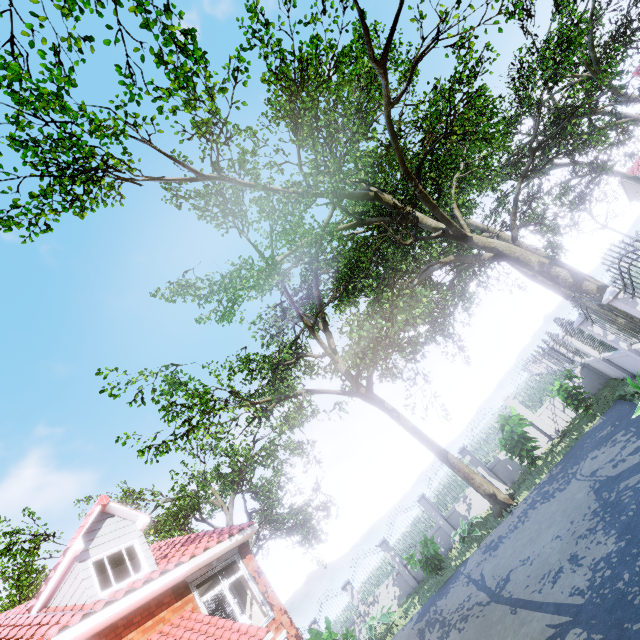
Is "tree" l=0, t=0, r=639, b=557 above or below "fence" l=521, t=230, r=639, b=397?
above

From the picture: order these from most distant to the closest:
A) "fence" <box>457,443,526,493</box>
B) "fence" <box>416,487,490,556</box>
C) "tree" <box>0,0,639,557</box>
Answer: "fence" <box>416,487,490,556</box>, "fence" <box>457,443,526,493</box>, "tree" <box>0,0,639,557</box>

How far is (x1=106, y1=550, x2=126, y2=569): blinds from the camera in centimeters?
966cm

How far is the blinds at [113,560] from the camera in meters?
9.7 m

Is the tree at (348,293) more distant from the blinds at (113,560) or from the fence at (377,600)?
the blinds at (113,560)

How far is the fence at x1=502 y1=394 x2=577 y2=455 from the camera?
13.90m

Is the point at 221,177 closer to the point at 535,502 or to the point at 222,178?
the point at 222,178

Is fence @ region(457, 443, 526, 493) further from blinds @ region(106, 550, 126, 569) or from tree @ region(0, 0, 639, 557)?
blinds @ region(106, 550, 126, 569)
